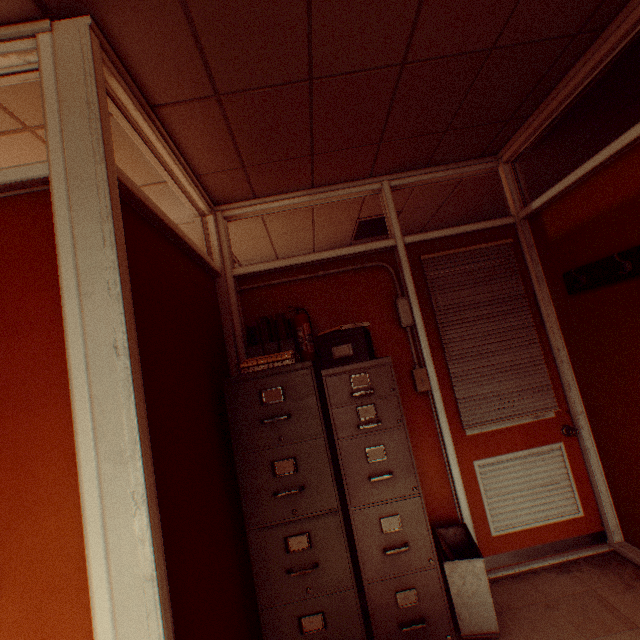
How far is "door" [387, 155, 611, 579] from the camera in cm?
265

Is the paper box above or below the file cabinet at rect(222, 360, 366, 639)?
above

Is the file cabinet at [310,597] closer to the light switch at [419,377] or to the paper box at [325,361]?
the paper box at [325,361]

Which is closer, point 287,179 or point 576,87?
point 576,87

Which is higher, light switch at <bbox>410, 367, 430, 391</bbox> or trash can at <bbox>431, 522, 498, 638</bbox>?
light switch at <bbox>410, 367, 430, 391</bbox>

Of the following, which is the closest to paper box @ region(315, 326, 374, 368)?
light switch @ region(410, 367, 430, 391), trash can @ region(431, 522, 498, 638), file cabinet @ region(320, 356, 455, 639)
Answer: file cabinet @ region(320, 356, 455, 639)

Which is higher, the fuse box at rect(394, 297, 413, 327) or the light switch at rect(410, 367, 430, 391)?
the fuse box at rect(394, 297, 413, 327)

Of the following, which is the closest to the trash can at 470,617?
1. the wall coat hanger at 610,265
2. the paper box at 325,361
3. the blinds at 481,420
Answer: the blinds at 481,420
